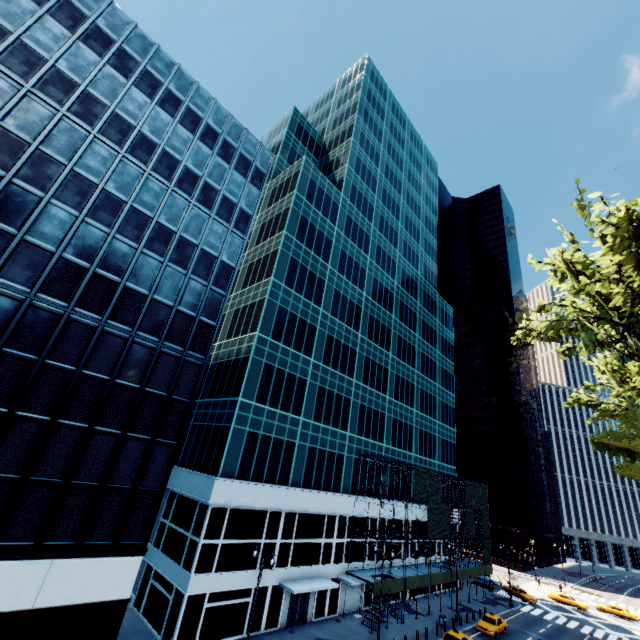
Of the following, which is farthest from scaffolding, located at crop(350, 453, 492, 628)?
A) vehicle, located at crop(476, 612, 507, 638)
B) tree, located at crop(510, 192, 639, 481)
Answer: tree, located at crop(510, 192, 639, 481)

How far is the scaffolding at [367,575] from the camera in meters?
31.5 m

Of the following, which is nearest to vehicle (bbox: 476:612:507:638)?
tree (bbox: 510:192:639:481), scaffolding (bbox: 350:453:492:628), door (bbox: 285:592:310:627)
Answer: scaffolding (bbox: 350:453:492:628)

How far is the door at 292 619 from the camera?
29.0 meters

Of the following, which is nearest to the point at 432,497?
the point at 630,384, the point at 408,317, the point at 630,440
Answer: the point at 408,317

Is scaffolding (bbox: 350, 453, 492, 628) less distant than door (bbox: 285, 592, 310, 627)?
No

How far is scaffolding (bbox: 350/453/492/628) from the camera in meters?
35.9

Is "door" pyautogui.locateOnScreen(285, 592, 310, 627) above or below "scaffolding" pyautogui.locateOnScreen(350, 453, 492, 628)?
below
